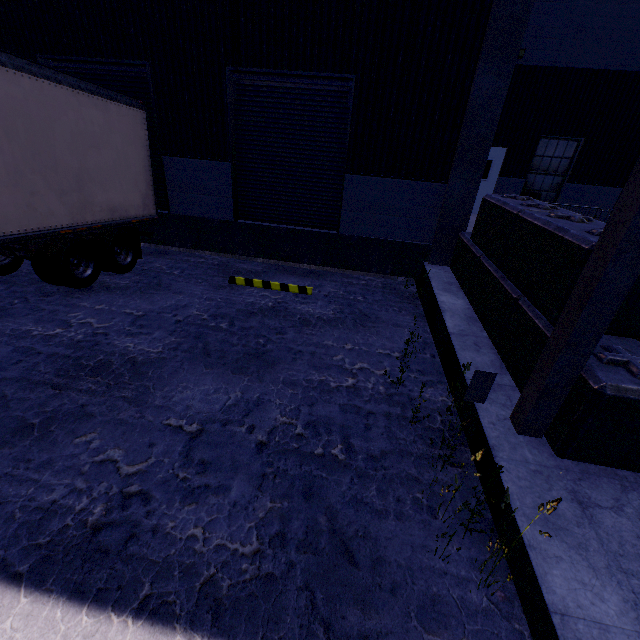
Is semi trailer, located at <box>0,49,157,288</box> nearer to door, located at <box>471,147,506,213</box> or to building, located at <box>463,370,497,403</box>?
building, located at <box>463,370,497,403</box>

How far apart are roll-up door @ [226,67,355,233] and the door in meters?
7.0

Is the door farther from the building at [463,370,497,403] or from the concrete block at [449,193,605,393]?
the concrete block at [449,193,605,393]

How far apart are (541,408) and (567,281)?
1.4 meters

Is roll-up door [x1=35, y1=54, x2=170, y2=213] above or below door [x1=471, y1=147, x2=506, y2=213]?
above

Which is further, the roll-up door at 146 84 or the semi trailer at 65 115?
the roll-up door at 146 84

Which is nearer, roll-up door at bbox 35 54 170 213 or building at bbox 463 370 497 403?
building at bbox 463 370 497 403

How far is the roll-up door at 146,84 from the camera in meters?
7.8
